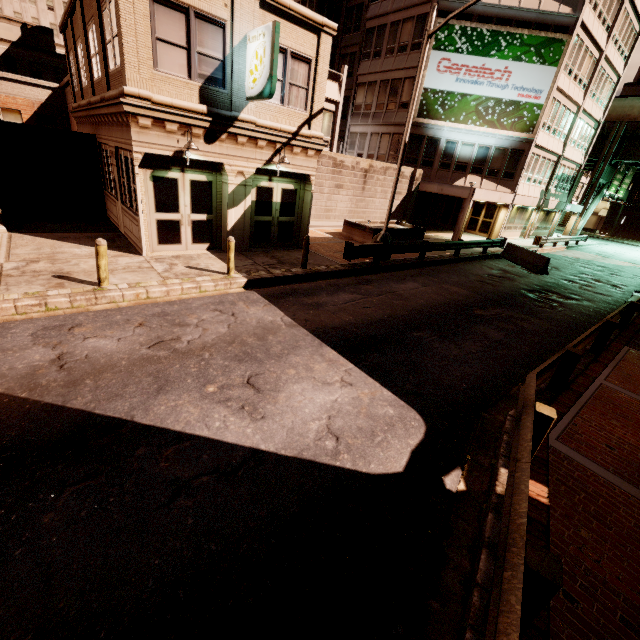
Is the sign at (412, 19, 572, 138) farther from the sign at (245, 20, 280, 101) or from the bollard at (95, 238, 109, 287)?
the bollard at (95, 238, 109, 287)

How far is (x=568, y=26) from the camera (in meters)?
21.89

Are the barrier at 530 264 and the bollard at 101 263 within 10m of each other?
no

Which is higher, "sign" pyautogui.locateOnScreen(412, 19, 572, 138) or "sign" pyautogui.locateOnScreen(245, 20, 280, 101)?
"sign" pyautogui.locateOnScreen(412, 19, 572, 138)

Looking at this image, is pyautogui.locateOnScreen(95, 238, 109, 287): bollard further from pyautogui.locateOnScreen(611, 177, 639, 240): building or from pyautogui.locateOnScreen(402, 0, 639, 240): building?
pyautogui.locateOnScreen(611, 177, 639, 240): building

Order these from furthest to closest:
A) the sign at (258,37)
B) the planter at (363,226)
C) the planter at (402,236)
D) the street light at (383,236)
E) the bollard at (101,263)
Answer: the planter at (402,236)
the planter at (363,226)
the street light at (383,236)
the sign at (258,37)
the bollard at (101,263)

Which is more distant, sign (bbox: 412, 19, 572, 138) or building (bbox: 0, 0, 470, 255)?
sign (bbox: 412, 19, 572, 138)

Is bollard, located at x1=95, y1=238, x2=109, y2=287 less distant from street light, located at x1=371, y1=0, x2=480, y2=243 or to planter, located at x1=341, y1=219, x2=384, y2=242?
street light, located at x1=371, y1=0, x2=480, y2=243
